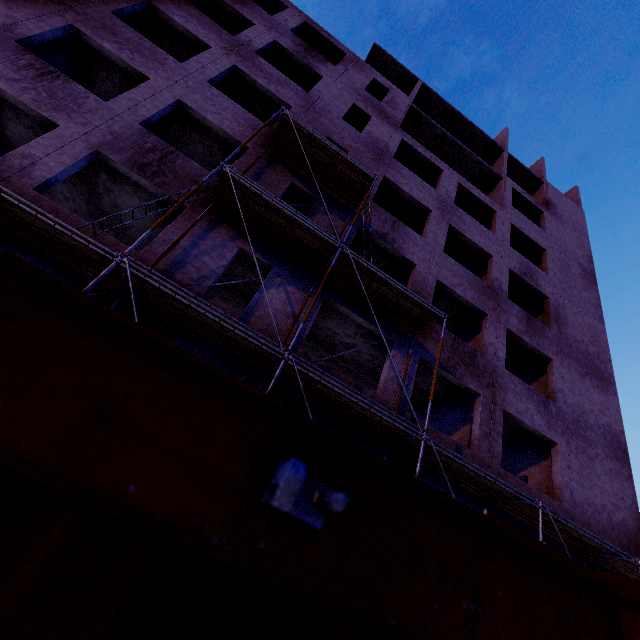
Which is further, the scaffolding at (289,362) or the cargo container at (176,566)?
the scaffolding at (289,362)

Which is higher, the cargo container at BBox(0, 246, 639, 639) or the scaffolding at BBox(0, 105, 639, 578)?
the scaffolding at BBox(0, 105, 639, 578)

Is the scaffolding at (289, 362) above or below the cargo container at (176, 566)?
above

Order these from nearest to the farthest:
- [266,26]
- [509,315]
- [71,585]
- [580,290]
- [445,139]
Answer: [71,585] → [509,315] → [266,26] → [580,290] → [445,139]

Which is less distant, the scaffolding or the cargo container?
the cargo container
